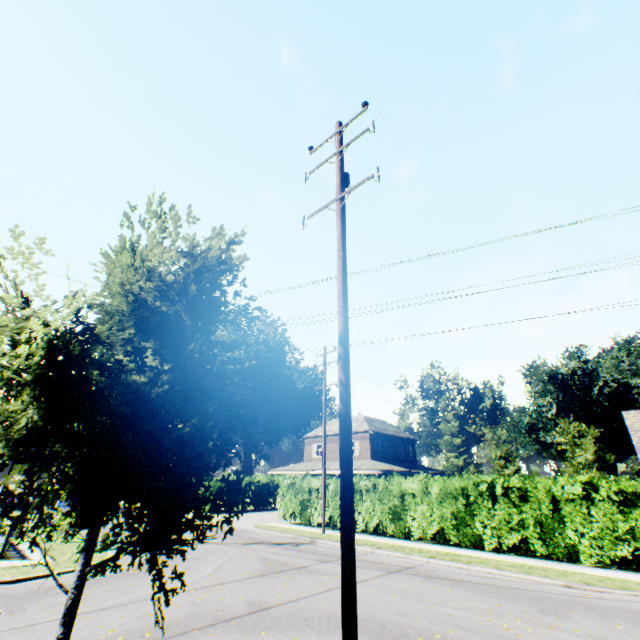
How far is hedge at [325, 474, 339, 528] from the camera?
20.77m

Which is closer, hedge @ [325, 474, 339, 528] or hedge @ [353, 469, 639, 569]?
hedge @ [353, 469, 639, 569]

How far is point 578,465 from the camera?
30.5 meters

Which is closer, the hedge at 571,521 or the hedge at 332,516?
the hedge at 571,521

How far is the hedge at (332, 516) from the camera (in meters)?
20.77
